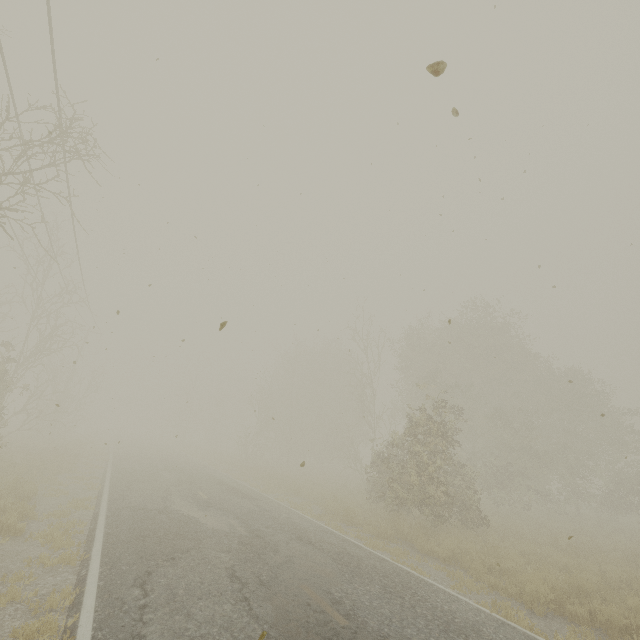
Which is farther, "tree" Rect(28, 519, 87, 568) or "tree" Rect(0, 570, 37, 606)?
"tree" Rect(28, 519, 87, 568)

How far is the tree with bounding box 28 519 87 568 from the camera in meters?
6.5 m

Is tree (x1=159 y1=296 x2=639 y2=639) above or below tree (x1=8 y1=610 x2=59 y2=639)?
above

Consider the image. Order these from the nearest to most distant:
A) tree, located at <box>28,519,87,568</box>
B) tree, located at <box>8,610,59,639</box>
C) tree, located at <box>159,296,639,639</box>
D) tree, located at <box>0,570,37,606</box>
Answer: tree, located at <box>8,610,59,639</box> → tree, located at <box>0,570,37,606</box> → tree, located at <box>28,519,87,568</box> → tree, located at <box>159,296,639,639</box>

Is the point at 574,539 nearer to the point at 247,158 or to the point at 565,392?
the point at 565,392

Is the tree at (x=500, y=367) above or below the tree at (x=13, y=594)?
above
